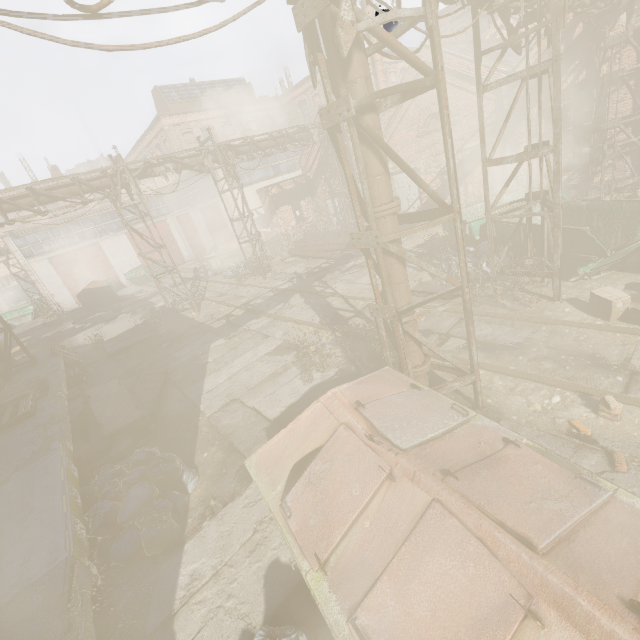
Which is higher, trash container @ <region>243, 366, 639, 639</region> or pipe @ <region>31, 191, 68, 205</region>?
pipe @ <region>31, 191, 68, 205</region>

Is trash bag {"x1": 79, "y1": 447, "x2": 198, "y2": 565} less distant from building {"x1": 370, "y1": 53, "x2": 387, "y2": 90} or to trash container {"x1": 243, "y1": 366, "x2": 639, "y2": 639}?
trash container {"x1": 243, "y1": 366, "x2": 639, "y2": 639}

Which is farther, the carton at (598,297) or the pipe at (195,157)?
the pipe at (195,157)

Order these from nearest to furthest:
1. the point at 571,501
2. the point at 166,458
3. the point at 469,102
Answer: the point at 571,501
the point at 166,458
the point at 469,102

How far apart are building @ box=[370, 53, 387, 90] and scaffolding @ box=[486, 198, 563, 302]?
20.4 meters

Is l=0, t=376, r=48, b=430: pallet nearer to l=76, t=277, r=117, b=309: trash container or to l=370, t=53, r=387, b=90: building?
l=76, t=277, r=117, b=309: trash container

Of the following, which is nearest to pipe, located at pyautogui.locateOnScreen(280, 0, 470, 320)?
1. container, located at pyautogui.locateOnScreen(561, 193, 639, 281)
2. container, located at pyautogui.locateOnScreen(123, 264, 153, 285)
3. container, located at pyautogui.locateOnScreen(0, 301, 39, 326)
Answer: container, located at pyautogui.locateOnScreen(561, 193, 639, 281)

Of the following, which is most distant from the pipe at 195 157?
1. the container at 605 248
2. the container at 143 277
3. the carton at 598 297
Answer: the container at 143 277
